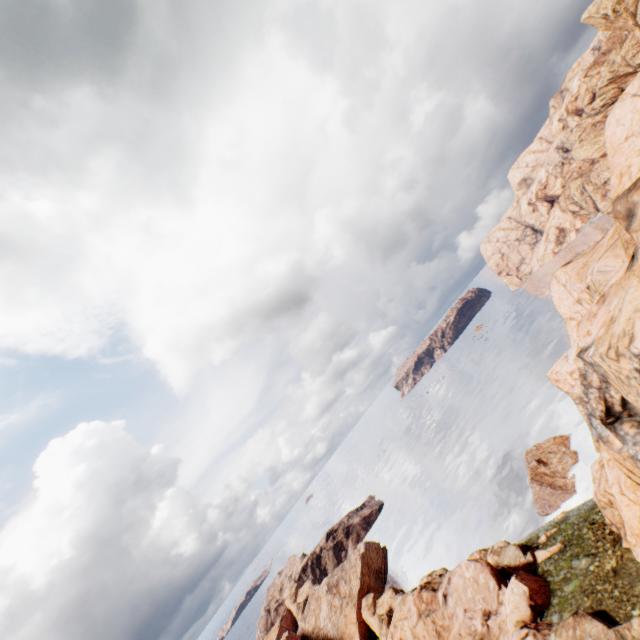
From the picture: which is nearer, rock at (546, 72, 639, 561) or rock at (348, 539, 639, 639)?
rock at (546, 72, 639, 561)

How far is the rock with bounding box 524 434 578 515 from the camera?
44.44m

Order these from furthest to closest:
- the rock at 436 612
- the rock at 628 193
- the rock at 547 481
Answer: the rock at 547 481, the rock at 436 612, the rock at 628 193

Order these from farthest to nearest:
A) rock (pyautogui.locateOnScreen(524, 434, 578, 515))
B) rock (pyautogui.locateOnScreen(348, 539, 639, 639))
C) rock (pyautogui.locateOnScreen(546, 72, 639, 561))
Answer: rock (pyautogui.locateOnScreen(524, 434, 578, 515)) → rock (pyautogui.locateOnScreen(348, 539, 639, 639)) → rock (pyautogui.locateOnScreen(546, 72, 639, 561))

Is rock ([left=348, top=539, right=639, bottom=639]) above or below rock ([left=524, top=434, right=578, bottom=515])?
above

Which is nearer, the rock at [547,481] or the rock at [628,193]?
the rock at [628,193]

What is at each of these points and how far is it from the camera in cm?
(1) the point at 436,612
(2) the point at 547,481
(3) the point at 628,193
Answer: (1) rock, 3712
(2) rock, 4712
(3) rock, 2472
